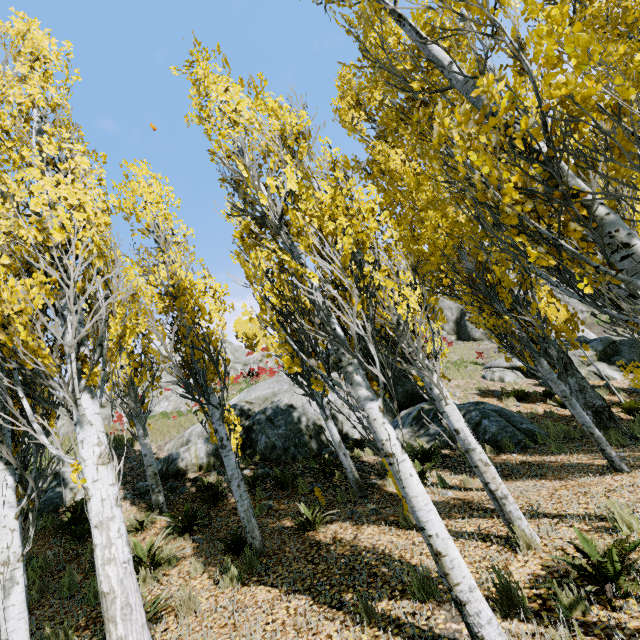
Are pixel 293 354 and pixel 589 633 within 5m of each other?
no

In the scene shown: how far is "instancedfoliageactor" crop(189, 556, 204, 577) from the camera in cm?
562

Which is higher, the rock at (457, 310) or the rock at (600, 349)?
the rock at (457, 310)

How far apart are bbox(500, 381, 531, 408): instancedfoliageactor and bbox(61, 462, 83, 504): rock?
15.98m

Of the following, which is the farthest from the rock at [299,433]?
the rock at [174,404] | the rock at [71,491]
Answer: the rock at [174,404]

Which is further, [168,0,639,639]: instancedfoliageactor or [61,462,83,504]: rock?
[61,462,83,504]: rock

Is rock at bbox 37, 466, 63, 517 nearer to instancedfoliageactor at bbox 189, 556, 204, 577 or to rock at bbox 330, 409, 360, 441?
rock at bbox 330, 409, 360, 441

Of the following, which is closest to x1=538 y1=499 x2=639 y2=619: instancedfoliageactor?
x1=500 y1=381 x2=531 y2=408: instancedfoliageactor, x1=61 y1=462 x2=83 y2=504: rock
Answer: x1=500 y1=381 x2=531 y2=408: instancedfoliageactor
